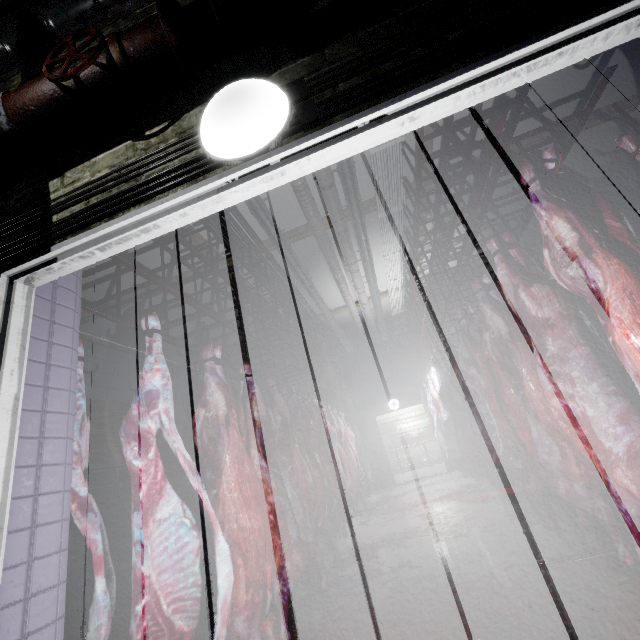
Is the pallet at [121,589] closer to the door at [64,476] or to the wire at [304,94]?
the door at [64,476]

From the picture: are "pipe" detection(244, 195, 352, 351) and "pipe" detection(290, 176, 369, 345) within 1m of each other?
yes

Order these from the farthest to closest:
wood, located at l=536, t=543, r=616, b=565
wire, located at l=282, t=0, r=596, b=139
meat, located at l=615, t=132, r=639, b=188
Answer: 1. wood, located at l=536, t=543, r=616, b=565
2. meat, located at l=615, t=132, r=639, b=188
3. wire, located at l=282, t=0, r=596, b=139

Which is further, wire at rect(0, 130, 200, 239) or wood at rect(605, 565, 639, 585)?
wood at rect(605, 565, 639, 585)

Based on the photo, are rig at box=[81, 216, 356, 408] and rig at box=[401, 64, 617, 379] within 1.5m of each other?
no

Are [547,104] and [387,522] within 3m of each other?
no

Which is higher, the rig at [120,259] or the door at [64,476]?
the rig at [120,259]

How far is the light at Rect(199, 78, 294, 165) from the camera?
1.0m
